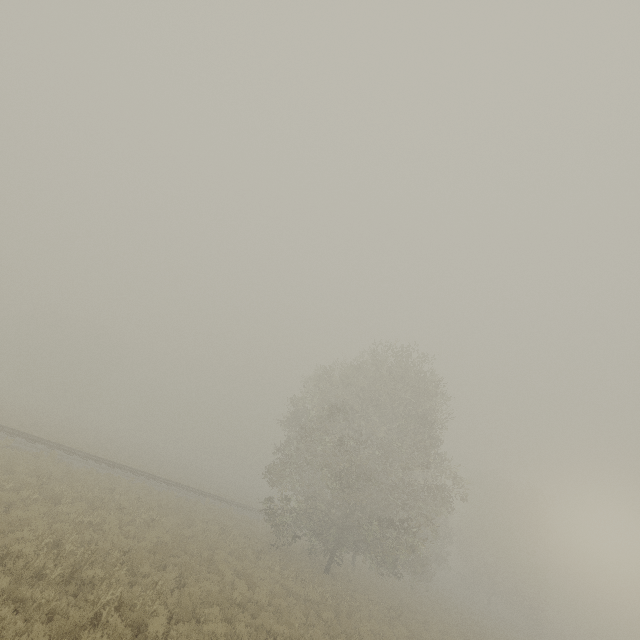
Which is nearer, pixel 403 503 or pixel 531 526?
pixel 403 503
